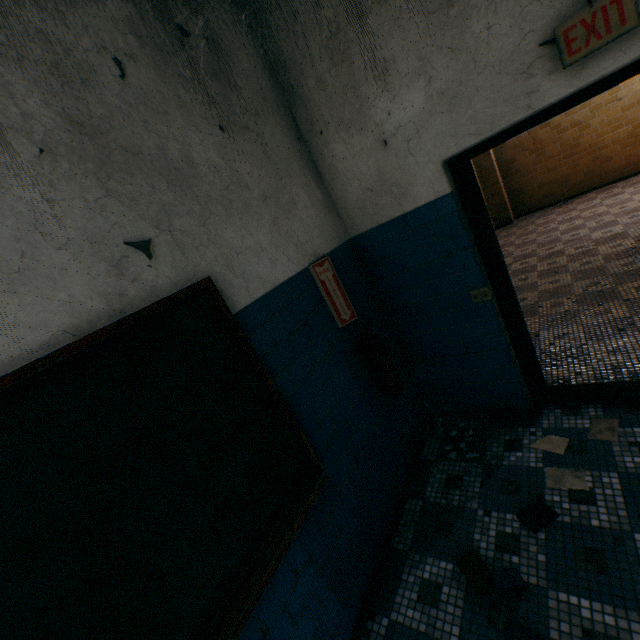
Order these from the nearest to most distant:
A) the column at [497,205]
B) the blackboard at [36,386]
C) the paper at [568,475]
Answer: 1. the blackboard at [36,386]
2. the paper at [568,475]
3. the column at [497,205]

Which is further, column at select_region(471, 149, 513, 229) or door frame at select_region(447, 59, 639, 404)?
column at select_region(471, 149, 513, 229)

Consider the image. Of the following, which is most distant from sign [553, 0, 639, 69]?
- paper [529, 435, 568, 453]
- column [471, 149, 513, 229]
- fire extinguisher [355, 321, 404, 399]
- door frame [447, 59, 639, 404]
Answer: column [471, 149, 513, 229]

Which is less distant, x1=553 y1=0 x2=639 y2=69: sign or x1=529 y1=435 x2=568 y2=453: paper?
x1=553 y1=0 x2=639 y2=69: sign

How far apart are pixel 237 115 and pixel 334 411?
2.0 meters

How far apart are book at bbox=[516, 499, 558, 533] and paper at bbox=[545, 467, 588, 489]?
0.2 meters

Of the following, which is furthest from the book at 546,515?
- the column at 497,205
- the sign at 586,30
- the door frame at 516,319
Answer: the column at 497,205

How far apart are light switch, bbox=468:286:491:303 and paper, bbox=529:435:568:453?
1.2m
